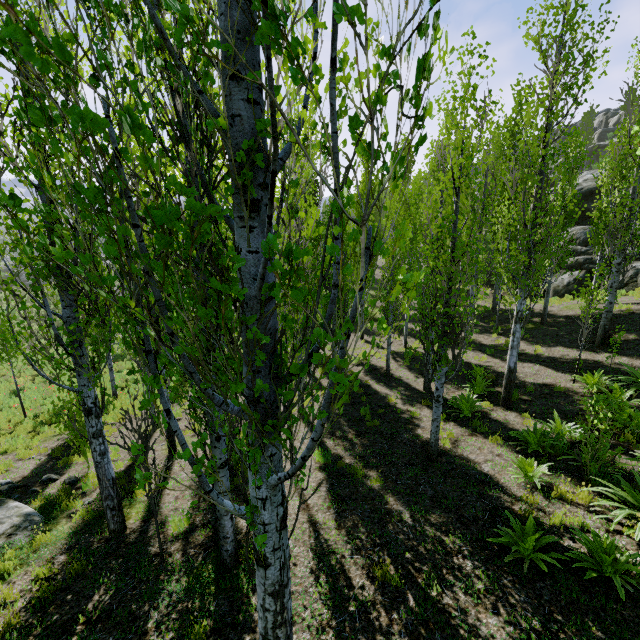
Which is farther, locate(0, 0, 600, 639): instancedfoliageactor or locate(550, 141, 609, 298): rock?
locate(550, 141, 609, 298): rock

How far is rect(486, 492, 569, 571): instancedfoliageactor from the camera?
4.57m

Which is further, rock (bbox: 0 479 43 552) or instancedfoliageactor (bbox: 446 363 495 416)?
instancedfoliageactor (bbox: 446 363 495 416)

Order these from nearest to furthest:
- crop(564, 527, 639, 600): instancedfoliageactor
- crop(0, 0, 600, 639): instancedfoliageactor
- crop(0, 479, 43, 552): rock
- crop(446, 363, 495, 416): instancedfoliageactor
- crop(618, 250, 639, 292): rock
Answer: crop(0, 0, 600, 639): instancedfoliageactor → crop(564, 527, 639, 600): instancedfoliageactor → crop(0, 479, 43, 552): rock → crop(446, 363, 495, 416): instancedfoliageactor → crop(618, 250, 639, 292): rock

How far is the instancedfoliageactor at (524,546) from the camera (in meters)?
4.57

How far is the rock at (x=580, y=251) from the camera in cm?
1883

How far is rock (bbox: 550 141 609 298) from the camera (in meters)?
18.83

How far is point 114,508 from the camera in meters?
6.1 m
